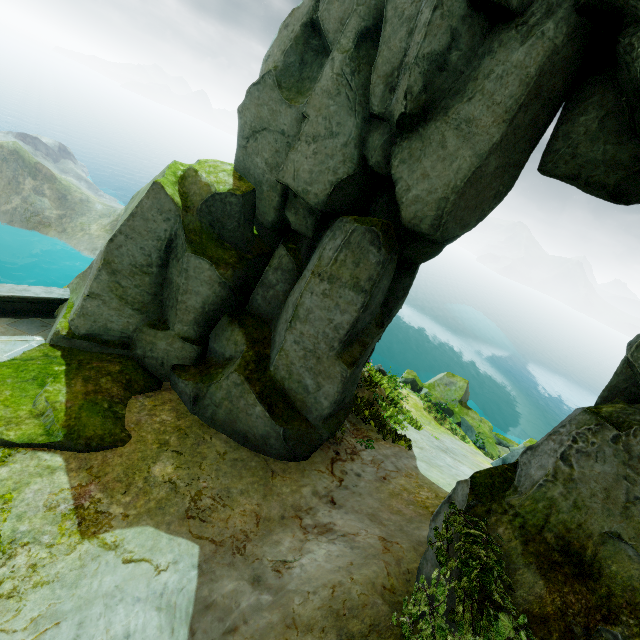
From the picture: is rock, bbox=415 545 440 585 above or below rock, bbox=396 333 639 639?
below

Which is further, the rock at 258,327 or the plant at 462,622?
the rock at 258,327

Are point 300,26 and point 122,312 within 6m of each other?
no

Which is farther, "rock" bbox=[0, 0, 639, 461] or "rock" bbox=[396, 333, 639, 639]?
"rock" bbox=[0, 0, 639, 461]

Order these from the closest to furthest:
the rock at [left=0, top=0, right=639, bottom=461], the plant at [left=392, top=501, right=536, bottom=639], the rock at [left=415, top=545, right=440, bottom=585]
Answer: the plant at [left=392, top=501, right=536, bottom=639] → the rock at [left=415, top=545, right=440, bottom=585] → the rock at [left=0, top=0, right=639, bottom=461]

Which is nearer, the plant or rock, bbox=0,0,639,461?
the plant

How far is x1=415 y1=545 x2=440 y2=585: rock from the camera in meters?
4.7

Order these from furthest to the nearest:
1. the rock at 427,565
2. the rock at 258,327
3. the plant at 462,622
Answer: the rock at 258,327 < the rock at 427,565 < the plant at 462,622
